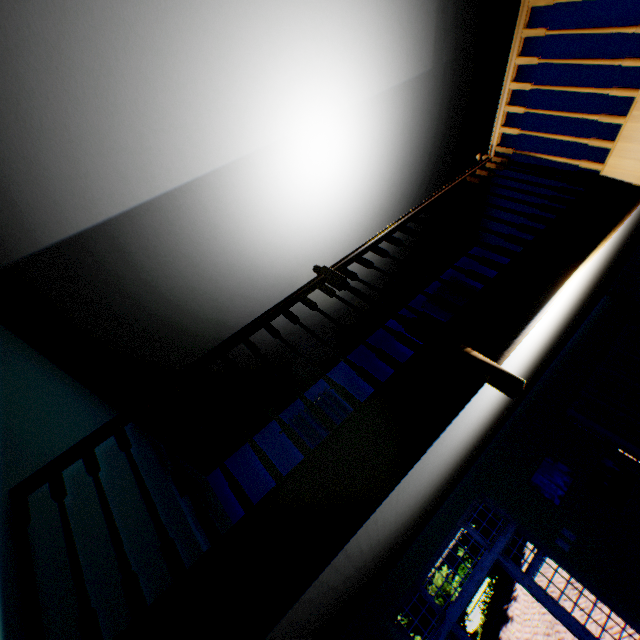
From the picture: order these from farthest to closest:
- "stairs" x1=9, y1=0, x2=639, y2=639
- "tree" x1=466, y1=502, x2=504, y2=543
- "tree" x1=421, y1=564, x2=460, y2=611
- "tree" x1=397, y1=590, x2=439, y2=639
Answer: "tree" x1=466, y1=502, x2=504, y2=543
"tree" x1=421, y1=564, x2=460, y2=611
"tree" x1=397, y1=590, x2=439, y2=639
"stairs" x1=9, y1=0, x2=639, y2=639

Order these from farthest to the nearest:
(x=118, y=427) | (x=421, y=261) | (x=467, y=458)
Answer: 1. (x=421, y=261)
2. (x=467, y=458)
3. (x=118, y=427)

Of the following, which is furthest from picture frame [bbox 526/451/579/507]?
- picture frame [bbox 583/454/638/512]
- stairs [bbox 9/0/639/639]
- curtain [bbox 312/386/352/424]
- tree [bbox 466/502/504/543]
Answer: tree [bbox 466/502/504/543]

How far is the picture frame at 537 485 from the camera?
5.46m

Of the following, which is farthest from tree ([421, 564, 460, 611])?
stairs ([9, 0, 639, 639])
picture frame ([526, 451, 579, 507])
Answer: picture frame ([526, 451, 579, 507])

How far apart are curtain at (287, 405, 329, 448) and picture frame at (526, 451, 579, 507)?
2.10m

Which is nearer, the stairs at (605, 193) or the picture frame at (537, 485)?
the stairs at (605, 193)
